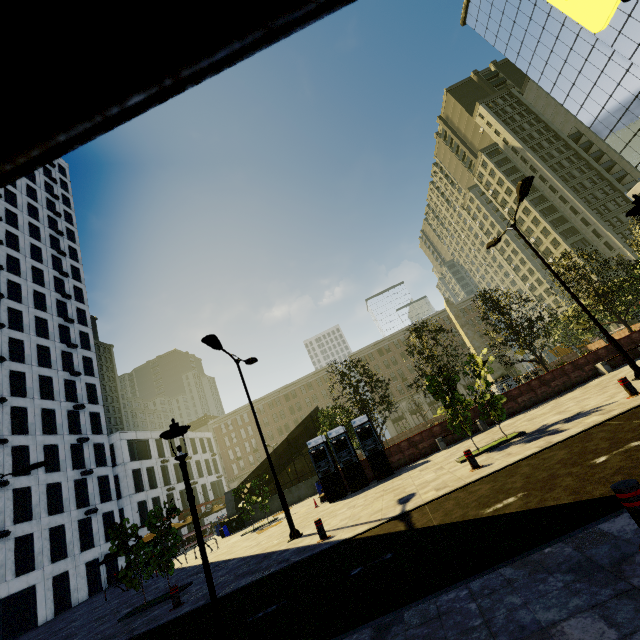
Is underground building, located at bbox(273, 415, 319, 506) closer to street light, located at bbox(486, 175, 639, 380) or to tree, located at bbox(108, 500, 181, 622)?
tree, located at bbox(108, 500, 181, 622)

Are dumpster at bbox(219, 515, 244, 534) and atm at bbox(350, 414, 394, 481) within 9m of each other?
no

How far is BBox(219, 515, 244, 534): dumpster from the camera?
26.3 meters

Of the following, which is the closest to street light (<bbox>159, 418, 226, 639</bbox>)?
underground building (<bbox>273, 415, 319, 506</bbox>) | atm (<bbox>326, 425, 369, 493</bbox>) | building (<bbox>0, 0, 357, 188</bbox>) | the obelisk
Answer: building (<bbox>0, 0, 357, 188</bbox>)

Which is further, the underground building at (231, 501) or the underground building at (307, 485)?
the underground building at (231, 501)

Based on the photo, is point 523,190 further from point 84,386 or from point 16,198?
point 16,198

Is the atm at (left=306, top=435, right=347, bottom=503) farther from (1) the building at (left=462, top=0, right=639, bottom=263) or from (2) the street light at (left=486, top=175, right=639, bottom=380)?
(1) the building at (left=462, top=0, right=639, bottom=263)

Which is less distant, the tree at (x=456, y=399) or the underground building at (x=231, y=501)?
the tree at (x=456, y=399)
